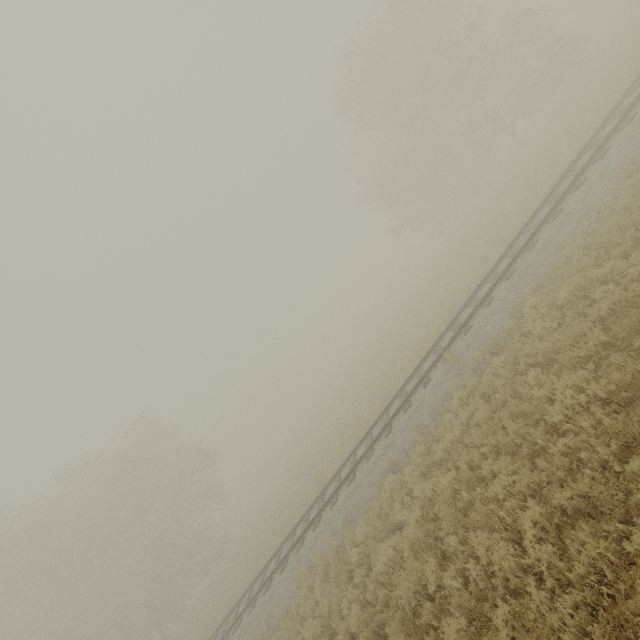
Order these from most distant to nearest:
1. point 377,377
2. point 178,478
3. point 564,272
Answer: point 178,478, point 377,377, point 564,272
